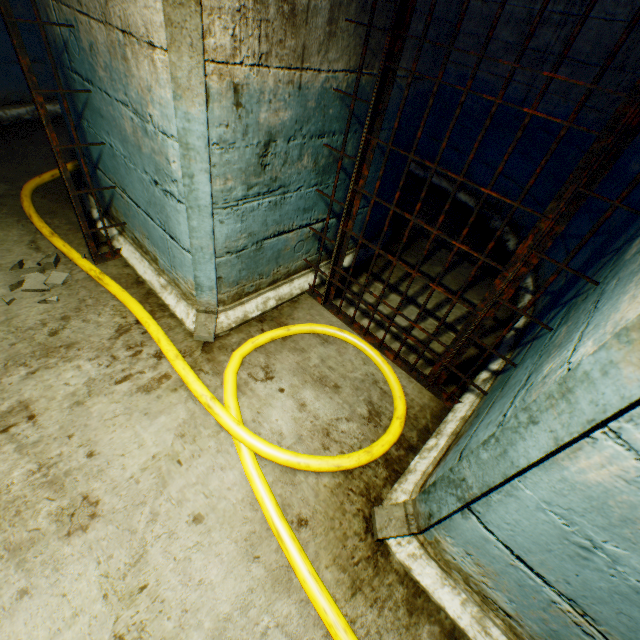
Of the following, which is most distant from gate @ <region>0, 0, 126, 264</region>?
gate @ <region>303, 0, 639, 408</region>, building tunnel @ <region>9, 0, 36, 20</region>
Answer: gate @ <region>303, 0, 639, 408</region>

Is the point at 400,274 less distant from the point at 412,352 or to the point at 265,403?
the point at 412,352

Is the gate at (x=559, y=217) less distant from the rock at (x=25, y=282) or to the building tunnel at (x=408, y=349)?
the building tunnel at (x=408, y=349)

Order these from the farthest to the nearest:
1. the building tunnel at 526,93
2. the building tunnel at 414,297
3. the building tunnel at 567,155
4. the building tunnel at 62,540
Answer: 1. the building tunnel at 526,93
2. the building tunnel at 567,155
3. the building tunnel at 414,297
4. the building tunnel at 62,540

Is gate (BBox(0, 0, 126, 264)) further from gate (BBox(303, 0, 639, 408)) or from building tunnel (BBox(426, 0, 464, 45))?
gate (BBox(303, 0, 639, 408))

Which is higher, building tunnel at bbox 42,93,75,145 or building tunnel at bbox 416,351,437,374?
building tunnel at bbox 42,93,75,145

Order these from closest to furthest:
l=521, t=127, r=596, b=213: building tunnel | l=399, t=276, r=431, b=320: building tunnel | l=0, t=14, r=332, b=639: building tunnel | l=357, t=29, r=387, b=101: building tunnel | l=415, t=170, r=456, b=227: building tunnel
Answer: l=0, t=14, r=332, b=639: building tunnel, l=357, t=29, r=387, b=101: building tunnel, l=399, t=276, r=431, b=320: building tunnel, l=521, t=127, r=596, b=213: building tunnel, l=415, t=170, r=456, b=227: building tunnel
